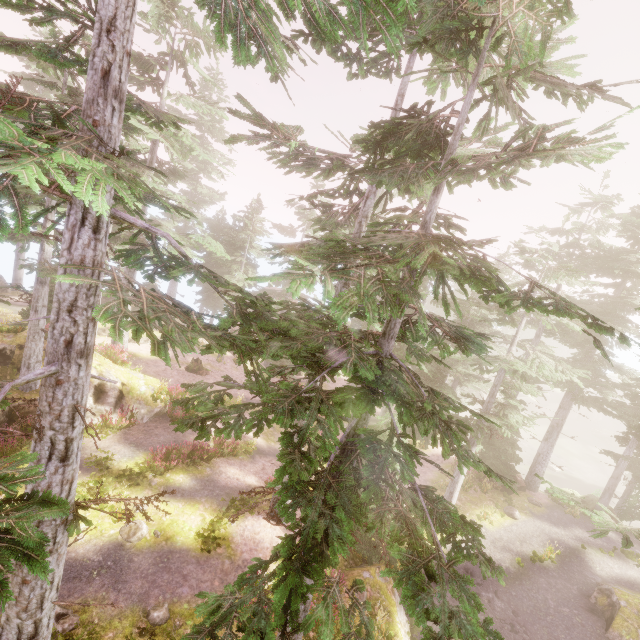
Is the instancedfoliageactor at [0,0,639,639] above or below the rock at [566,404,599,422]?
above

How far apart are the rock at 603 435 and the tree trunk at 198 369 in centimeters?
6541cm

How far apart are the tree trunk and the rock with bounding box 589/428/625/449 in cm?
6541

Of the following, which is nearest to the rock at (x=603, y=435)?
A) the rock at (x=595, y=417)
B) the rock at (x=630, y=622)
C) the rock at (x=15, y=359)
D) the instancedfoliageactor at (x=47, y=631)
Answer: the rock at (x=595, y=417)

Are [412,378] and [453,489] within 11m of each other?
no

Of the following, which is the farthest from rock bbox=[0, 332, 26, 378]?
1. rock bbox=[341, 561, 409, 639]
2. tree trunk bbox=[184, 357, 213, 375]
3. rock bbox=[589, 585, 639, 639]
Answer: rock bbox=[589, 585, 639, 639]

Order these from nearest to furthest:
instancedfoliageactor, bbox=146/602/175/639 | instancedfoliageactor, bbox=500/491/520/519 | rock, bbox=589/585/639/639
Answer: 1. instancedfoliageactor, bbox=146/602/175/639
2. rock, bbox=589/585/639/639
3. instancedfoliageactor, bbox=500/491/520/519

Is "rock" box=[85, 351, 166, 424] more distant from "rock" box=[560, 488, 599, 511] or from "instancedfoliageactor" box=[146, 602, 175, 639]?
"rock" box=[560, 488, 599, 511]
